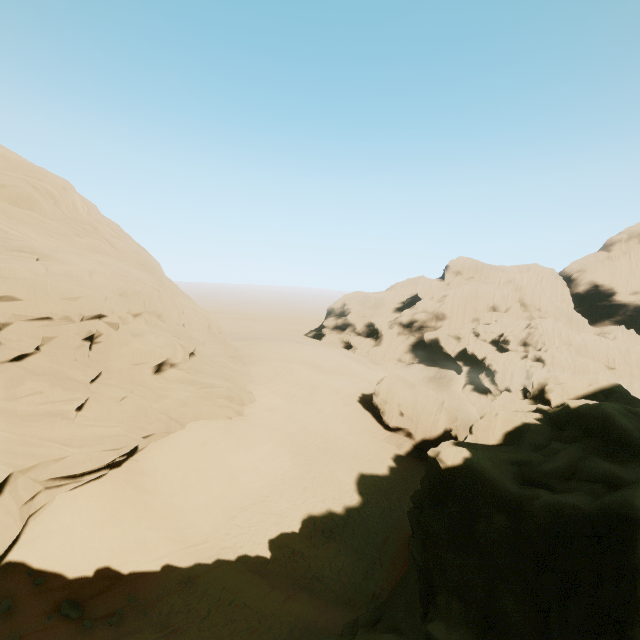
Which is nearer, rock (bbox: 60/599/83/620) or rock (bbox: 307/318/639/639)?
rock (bbox: 307/318/639/639)

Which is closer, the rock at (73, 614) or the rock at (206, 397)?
the rock at (73, 614)

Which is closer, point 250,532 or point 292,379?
point 250,532

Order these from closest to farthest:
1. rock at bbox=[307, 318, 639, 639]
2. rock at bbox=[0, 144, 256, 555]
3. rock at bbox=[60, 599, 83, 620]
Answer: rock at bbox=[307, 318, 639, 639] → rock at bbox=[60, 599, 83, 620] → rock at bbox=[0, 144, 256, 555]

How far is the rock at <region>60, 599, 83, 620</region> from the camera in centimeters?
1117cm

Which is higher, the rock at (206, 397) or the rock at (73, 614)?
the rock at (206, 397)
